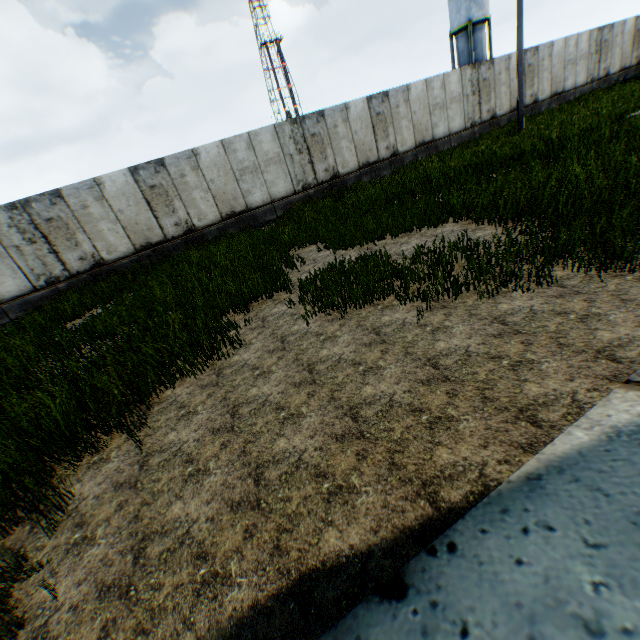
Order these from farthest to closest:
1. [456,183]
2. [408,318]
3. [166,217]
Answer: [166,217] → [456,183] → [408,318]
